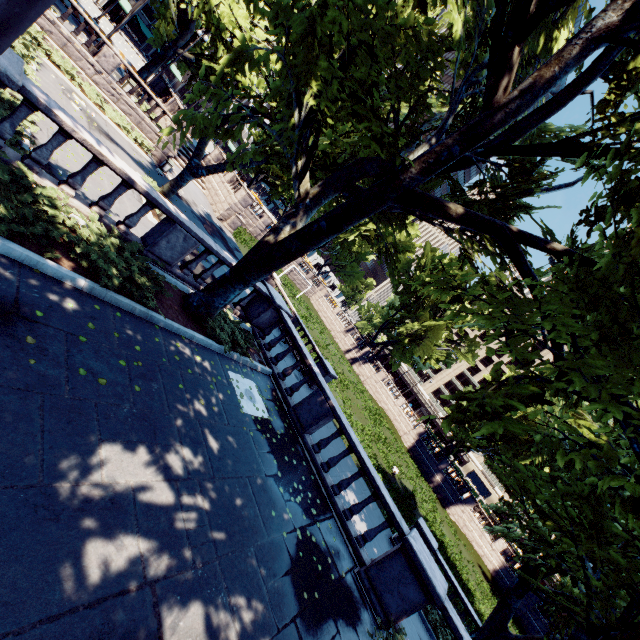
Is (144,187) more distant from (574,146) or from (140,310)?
(574,146)

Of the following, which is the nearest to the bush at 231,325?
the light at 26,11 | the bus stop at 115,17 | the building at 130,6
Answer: the light at 26,11

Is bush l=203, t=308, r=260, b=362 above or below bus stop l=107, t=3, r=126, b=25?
below

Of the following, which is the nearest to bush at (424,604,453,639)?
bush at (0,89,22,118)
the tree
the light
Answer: the tree

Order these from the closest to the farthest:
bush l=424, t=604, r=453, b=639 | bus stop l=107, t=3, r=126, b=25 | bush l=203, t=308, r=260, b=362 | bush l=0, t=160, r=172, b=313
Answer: bush l=0, t=160, r=172, b=313, bush l=203, t=308, r=260, b=362, bush l=424, t=604, r=453, b=639, bus stop l=107, t=3, r=126, b=25

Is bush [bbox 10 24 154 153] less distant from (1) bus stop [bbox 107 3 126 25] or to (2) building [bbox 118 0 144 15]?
(1) bus stop [bbox 107 3 126 25]

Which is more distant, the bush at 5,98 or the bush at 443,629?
the bush at 443,629

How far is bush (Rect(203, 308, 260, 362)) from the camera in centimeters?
949cm
